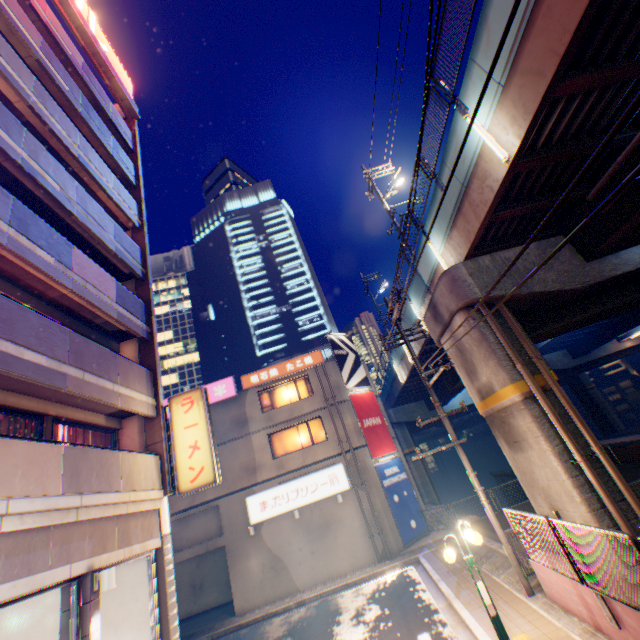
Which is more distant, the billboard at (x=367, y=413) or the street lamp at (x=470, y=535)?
the billboard at (x=367, y=413)

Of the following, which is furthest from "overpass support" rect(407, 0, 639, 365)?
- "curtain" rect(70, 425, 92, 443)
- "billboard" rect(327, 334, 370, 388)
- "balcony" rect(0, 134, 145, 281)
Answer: "curtain" rect(70, 425, 92, 443)

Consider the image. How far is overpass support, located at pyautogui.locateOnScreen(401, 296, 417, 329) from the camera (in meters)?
Result: 17.70

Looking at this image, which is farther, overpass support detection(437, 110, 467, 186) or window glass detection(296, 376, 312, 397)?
window glass detection(296, 376, 312, 397)

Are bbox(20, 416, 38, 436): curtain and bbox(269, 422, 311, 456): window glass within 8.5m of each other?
no

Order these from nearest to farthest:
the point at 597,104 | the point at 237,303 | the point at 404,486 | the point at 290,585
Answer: the point at 597,104 < the point at 290,585 < the point at 404,486 < the point at 237,303

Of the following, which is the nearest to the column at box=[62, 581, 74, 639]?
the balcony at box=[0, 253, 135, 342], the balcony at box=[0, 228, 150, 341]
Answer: the balcony at box=[0, 228, 150, 341]

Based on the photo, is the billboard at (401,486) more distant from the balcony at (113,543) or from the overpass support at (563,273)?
the balcony at (113,543)
